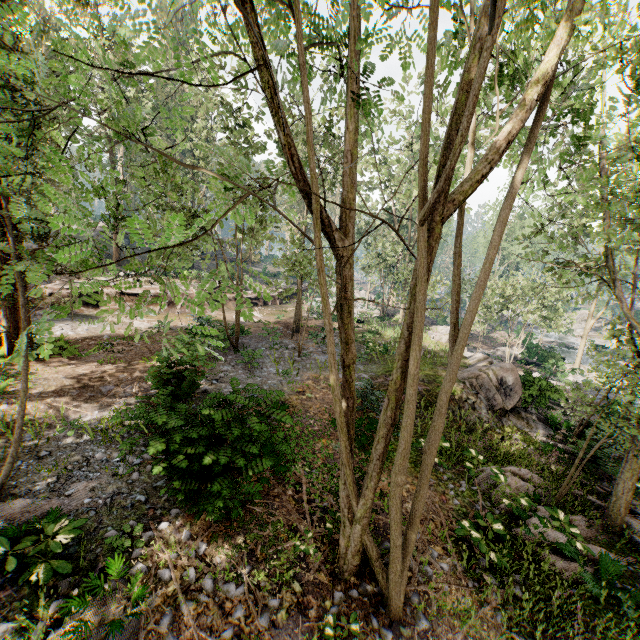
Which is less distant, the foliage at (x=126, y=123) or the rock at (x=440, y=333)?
the foliage at (x=126, y=123)

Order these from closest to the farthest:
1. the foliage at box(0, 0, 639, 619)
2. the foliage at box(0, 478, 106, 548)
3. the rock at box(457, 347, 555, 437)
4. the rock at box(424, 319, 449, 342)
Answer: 1. the foliage at box(0, 0, 639, 619)
2. the foliage at box(0, 478, 106, 548)
3. the rock at box(457, 347, 555, 437)
4. the rock at box(424, 319, 449, 342)

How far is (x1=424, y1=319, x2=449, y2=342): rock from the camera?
25.59m

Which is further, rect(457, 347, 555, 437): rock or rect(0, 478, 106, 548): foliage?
rect(457, 347, 555, 437): rock

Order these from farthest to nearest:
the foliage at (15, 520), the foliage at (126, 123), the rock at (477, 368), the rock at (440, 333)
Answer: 1. the rock at (440, 333)
2. the rock at (477, 368)
3. the foliage at (15, 520)
4. the foliage at (126, 123)

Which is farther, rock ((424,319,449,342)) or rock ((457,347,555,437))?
rock ((424,319,449,342))

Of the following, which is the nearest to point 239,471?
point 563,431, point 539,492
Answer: point 539,492
